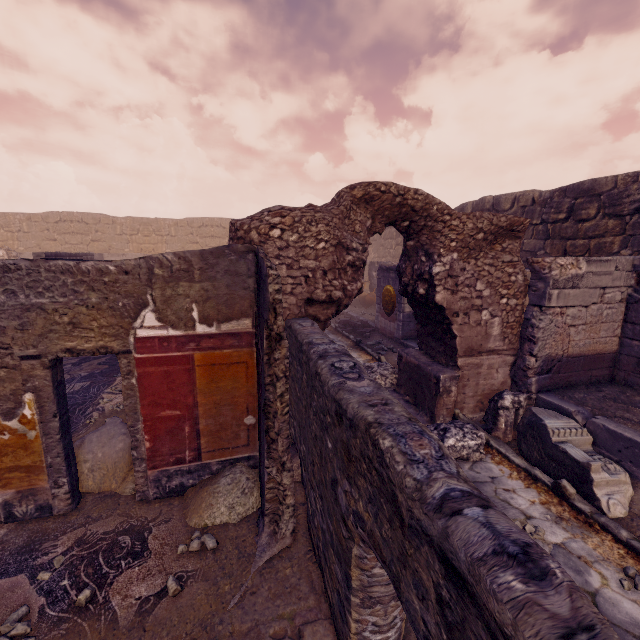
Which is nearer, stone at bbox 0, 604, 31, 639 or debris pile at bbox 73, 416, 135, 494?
stone at bbox 0, 604, 31, 639

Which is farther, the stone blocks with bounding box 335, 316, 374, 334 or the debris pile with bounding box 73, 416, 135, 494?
the stone blocks with bounding box 335, 316, 374, 334

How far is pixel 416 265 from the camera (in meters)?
5.50

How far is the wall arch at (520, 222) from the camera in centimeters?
461cm

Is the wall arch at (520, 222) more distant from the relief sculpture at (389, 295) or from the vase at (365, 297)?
the vase at (365, 297)

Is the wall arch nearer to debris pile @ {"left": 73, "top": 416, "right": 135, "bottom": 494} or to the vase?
debris pile @ {"left": 73, "top": 416, "right": 135, "bottom": 494}

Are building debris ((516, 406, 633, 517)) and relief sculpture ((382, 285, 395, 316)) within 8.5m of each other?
yes

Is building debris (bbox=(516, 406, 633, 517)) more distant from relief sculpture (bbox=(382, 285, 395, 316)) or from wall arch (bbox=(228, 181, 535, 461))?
relief sculpture (bbox=(382, 285, 395, 316))
